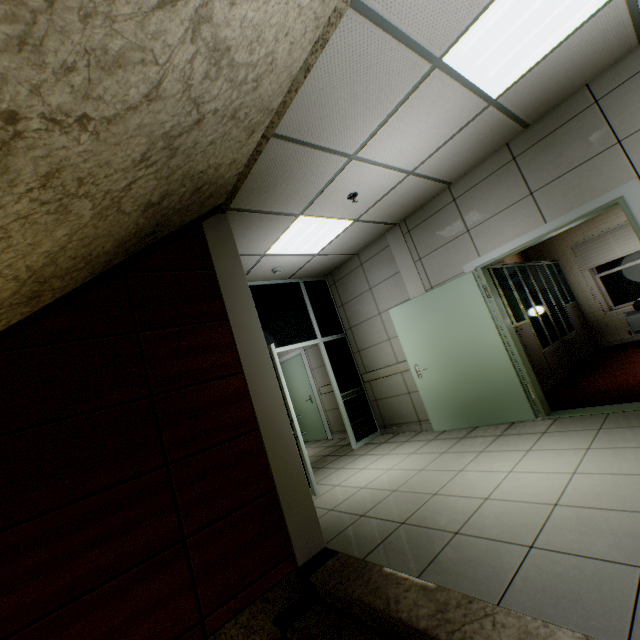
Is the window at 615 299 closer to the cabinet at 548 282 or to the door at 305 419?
the cabinet at 548 282

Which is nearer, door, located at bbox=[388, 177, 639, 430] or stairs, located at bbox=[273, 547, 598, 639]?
stairs, located at bbox=[273, 547, 598, 639]

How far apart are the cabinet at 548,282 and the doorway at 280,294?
2.6m

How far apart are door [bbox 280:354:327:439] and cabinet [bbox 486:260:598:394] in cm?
427

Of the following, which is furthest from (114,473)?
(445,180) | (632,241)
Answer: (632,241)

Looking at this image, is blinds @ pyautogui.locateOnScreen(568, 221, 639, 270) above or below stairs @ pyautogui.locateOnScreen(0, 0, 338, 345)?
below

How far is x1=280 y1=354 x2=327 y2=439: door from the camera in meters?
7.6 m

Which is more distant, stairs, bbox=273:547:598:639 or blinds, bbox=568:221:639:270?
blinds, bbox=568:221:639:270
